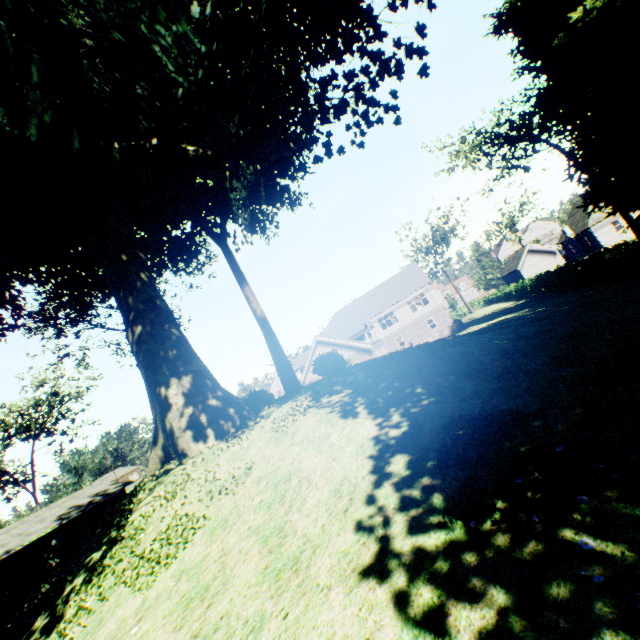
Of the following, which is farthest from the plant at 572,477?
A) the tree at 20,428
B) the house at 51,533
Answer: the house at 51,533

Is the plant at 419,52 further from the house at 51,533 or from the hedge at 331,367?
the house at 51,533

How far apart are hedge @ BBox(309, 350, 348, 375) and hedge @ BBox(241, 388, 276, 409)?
2.73m

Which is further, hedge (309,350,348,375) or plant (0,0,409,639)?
hedge (309,350,348,375)

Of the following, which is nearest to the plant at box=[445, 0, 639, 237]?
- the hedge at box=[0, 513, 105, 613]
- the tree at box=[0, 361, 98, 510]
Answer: the tree at box=[0, 361, 98, 510]

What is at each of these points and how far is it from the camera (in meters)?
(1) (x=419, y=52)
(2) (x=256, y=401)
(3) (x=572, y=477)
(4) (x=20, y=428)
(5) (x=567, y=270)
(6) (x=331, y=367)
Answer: (1) plant, 11.67
(2) hedge, 14.09
(3) plant, 3.25
(4) tree, 39.41
(5) hedge, 26.30
(6) hedge, 15.56

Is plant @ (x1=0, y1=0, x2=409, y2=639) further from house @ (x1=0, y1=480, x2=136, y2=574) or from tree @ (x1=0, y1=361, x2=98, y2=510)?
house @ (x1=0, y1=480, x2=136, y2=574)

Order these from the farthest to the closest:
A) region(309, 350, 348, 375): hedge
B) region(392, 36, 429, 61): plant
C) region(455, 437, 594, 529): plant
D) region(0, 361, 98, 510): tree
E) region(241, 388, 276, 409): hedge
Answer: region(0, 361, 98, 510): tree → region(309, 350, 348, 375): hedge → region(241, 388, 276, 409): hedge → region(392, 36, 429, 61): plant → region(455, 437, 594, 529): plant
